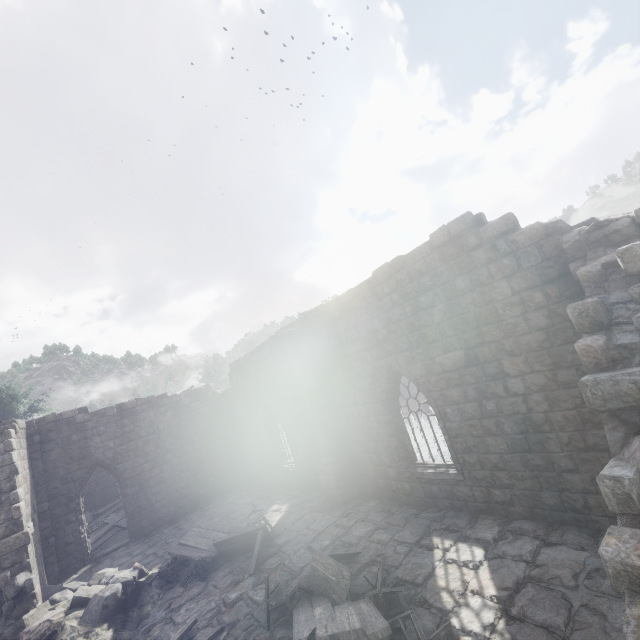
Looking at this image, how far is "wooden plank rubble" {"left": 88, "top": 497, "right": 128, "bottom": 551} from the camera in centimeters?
1648cm

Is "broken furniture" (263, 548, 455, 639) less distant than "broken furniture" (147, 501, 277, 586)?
Yes

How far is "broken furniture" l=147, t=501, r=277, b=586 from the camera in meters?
9.8 m

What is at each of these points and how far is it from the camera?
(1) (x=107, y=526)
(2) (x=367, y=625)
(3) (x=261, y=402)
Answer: (1) wooden plank rubble, 18.1 meters
(2) broken furniture, 5.0 meters
(3) building, 16.0 meters

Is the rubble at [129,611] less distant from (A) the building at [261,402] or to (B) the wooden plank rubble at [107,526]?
(A) the building at [261,402]

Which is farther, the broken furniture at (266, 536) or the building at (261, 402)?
the broken furniture at (266, 536)

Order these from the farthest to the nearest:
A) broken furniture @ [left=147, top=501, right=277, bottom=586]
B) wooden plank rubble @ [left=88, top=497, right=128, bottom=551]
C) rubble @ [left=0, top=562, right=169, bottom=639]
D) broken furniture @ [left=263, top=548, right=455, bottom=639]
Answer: wooden plank rubble @ [left=88, top=497, right=128, bottom=551] < broken furniture @ [left=147, top=501, right=277, bottom=586] < rubble @ [left=0, top=562, right=169, bottom=639] < broken furniture @ [left=263, top=548, right=455, bottom=639]

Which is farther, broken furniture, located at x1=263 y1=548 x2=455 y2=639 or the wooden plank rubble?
the wooden plank rubble
